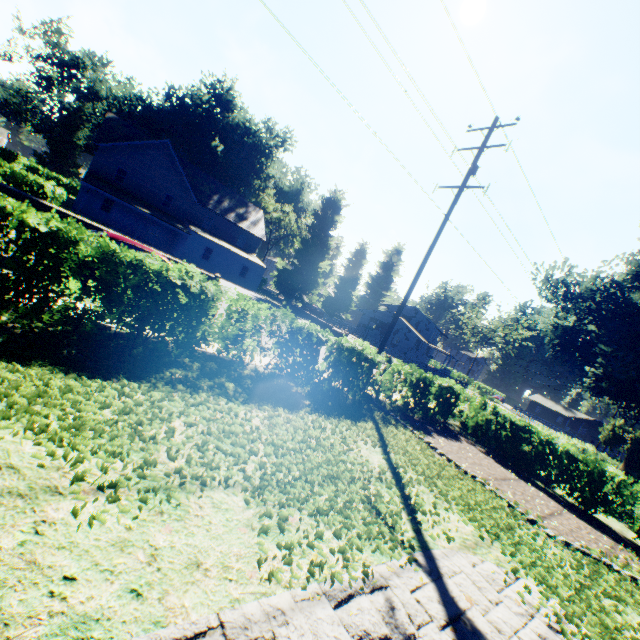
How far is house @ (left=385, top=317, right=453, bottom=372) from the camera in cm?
5266

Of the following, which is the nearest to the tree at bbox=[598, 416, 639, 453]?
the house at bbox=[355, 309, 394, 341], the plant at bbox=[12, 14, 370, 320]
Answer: the plant at bbox=[12, 14, 370, 320]

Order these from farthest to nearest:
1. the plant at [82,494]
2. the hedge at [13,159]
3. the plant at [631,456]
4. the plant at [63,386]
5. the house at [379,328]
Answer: the house at [379,328]
the plant at [631,456]
the hedge at [13,159]
the plant at [63,386]
the plant at [82,494]

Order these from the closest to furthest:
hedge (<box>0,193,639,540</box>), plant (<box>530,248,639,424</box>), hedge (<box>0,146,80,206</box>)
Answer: hedge (<box>0,193,639,540</box>)
hedge (<box>0,146,80,206</box>)
plant (<box>530,248,639,424</box>)

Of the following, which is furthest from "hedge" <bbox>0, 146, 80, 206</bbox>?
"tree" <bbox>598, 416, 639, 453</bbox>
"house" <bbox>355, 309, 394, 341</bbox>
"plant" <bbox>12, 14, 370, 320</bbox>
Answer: "tree" <bbox>598, 416, 639, 453</bbox>

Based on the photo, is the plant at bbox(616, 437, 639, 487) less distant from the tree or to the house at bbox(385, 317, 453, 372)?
the house at bbox(385, 317, 453, 372)

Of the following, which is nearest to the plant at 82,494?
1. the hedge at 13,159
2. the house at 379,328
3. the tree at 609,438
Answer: the house at 379,328

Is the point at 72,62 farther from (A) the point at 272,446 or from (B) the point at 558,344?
(B) the point at 558,344
